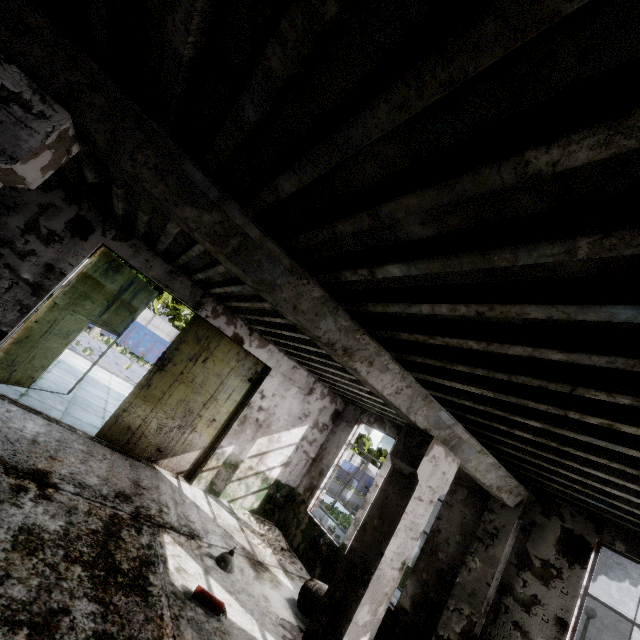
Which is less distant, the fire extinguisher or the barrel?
the fire extinguisher

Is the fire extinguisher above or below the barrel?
below

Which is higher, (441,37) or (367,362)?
(441,37)

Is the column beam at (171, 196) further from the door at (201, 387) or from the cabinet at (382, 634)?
the door at (201, 387)

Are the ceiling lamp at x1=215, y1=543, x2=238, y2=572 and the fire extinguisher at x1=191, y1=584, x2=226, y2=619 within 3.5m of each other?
yes

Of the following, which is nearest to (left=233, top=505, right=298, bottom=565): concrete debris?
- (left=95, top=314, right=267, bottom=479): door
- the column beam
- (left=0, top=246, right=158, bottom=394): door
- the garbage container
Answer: (left=95, top=314, right=267, bottom=479): door

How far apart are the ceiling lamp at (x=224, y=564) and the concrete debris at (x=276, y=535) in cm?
232

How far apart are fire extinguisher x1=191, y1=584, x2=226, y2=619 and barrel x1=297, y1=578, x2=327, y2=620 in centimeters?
206cm
